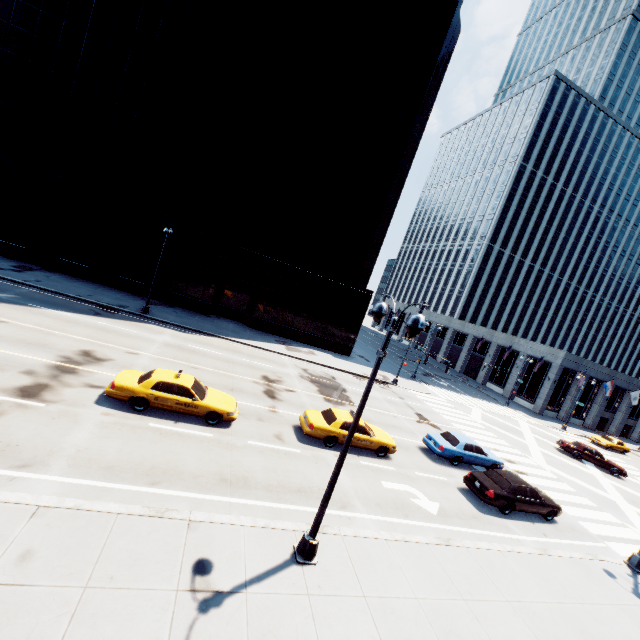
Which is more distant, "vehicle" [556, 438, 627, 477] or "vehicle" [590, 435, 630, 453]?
"vehicle" [590, 435, 630, 453]

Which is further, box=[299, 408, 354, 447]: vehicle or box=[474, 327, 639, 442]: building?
box=[474, 327, 639, 442]: building

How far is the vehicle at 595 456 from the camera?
28.67m

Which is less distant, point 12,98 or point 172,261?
point 12,98

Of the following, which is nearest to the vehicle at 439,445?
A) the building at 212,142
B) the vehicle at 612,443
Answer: the building at 212,142

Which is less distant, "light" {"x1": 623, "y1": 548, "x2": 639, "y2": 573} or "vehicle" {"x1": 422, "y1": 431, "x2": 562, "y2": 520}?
"light" {"x1": 623, "y1": 548, "x2": 639, "y2": 573}

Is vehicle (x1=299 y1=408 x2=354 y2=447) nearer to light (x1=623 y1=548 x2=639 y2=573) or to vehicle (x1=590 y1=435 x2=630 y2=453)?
light (x1=623 y1=548 x2=639 y2=573)

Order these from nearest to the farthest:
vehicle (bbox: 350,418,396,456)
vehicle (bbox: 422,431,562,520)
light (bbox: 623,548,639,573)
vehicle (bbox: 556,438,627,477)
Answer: light (bbox: 623,548,639,573)
vehicle (bbox: 422,431,562,520)
vehicle (bbox: 350,418,396,456)
vehicle (bbox: 556,438,627,477)
